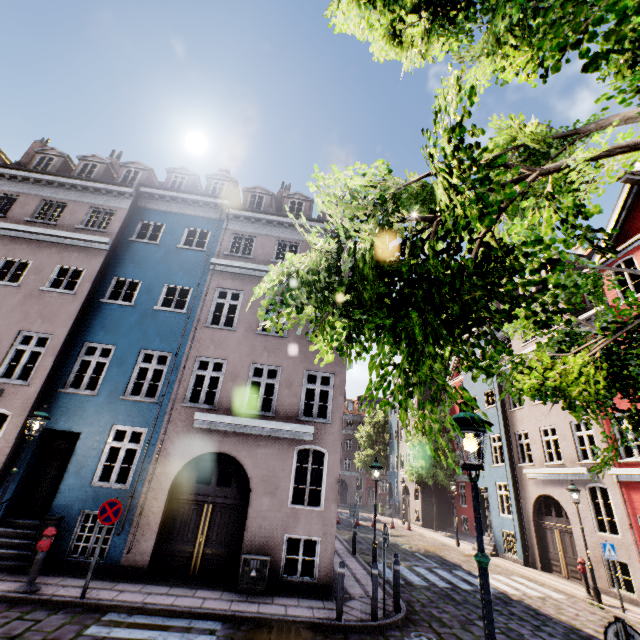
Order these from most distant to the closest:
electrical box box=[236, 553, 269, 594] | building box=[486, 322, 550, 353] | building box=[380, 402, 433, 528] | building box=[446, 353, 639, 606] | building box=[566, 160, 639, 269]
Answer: building box=[380, 402, 433, 528], building box=[486, 322, 550, 353], building box=[566, 160, 639, 269], building box=[446, 353, 639, 606], electrical box box=[236, 553, 269, 594]

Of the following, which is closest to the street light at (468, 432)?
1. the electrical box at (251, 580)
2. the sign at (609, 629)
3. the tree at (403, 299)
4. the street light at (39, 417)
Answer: the tree at (403, 299)

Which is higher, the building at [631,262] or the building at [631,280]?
the building at [631,262]

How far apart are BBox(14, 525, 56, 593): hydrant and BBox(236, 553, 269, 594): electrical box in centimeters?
451cm

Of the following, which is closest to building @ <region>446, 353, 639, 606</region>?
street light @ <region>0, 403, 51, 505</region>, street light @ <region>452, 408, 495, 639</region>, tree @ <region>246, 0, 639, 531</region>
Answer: street light @ <region>0, 403, 51, 505</region>

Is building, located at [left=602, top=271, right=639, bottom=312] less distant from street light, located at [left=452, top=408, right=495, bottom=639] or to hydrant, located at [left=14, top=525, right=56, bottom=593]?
hydrant, located at [left=14, top=525, right=56, bottom=593]

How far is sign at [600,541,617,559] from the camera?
11.0 meters

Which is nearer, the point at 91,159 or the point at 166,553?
the point at 166,553
